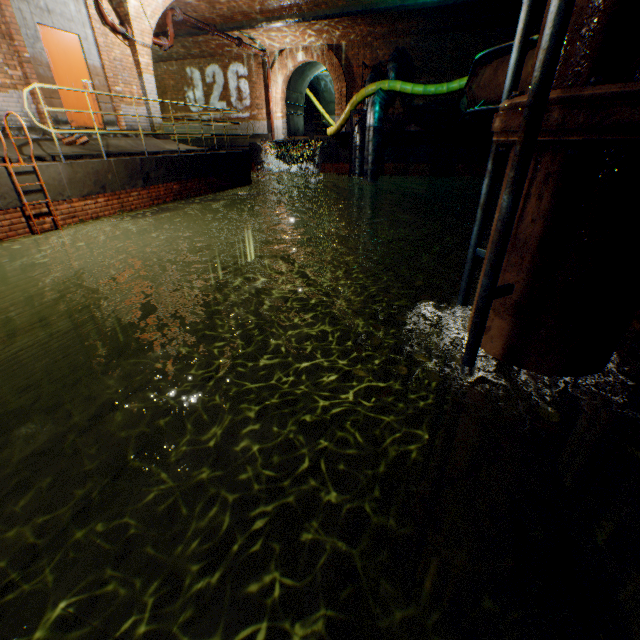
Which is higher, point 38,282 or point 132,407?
point 38,282

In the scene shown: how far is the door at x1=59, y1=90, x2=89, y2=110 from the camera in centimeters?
831cm

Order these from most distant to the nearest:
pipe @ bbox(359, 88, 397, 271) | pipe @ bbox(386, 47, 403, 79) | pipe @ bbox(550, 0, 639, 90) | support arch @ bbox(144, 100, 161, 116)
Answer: pipe @ bbox(386, 47, 403, 79) → pipe @ bbox(359, 88, 397, 271) → support arch @ bbox(144, 100, 161, 116) → pipe @ bbox(550, 0, 639, 90)

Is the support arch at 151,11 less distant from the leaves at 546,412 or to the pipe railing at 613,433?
the pipe railing at 613,433

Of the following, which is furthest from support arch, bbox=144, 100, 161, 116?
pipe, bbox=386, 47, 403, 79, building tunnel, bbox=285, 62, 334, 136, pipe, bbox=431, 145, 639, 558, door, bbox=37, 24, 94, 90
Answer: pipe, bbox=431, 145, 639, 558

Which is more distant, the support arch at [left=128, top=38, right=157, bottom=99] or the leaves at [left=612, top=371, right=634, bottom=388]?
the support arch at [left=128, top=38, right=157, bottom=99]

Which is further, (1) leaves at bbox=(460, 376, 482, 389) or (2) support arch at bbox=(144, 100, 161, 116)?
(2) support arch at bbox=(144, 100, 161, 116)

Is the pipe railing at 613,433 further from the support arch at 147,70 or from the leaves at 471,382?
the support arch at 147,70
